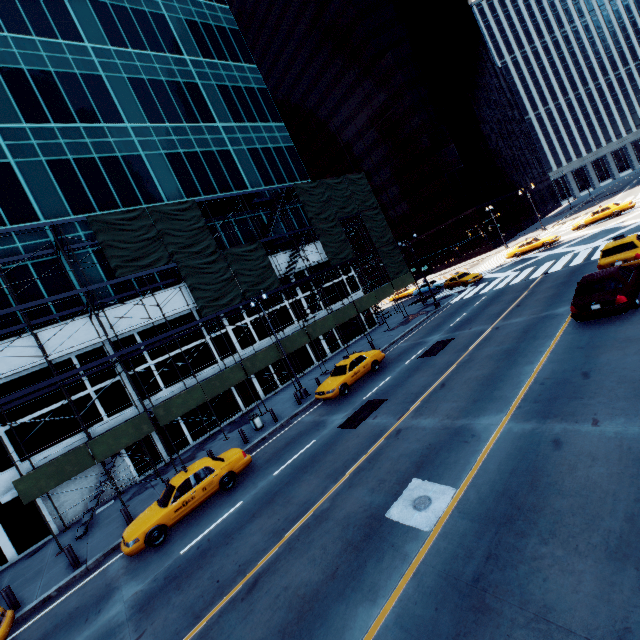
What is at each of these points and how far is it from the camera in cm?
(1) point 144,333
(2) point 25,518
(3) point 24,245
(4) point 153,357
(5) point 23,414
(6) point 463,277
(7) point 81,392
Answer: (1) building, 2250
(2) building, 1723
(3) building, 1983
(4) building, 2248
(5) building, 1811
(6) vehicle, 3509
(7) building, 1977

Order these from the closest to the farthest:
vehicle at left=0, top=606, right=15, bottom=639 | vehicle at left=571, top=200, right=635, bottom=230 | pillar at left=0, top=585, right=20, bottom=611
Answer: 1. vehicle at left=0, top=606, right=15, bottom=639
2. pillar at left=0, top=585, right=20, bottom=611
3. vehicle at left=571, top=200, right=635, bottom=230

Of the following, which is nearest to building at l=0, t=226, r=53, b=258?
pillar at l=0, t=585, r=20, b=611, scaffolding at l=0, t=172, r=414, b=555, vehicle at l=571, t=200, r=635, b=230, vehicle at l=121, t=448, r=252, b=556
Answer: scaffolding at l=0, t=172, r=414, b=555

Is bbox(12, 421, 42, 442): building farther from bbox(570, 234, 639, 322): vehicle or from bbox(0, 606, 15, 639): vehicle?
bbox(570, 234, 639, 322): vehicle

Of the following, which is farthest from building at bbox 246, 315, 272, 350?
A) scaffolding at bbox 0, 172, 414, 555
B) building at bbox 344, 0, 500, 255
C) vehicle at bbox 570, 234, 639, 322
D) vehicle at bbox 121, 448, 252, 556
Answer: building at bbox 344, 0, 500, 255

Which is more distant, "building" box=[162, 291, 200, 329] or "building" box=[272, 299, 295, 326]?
"building" box=[272, 299, 295, 326]

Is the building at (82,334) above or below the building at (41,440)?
above
